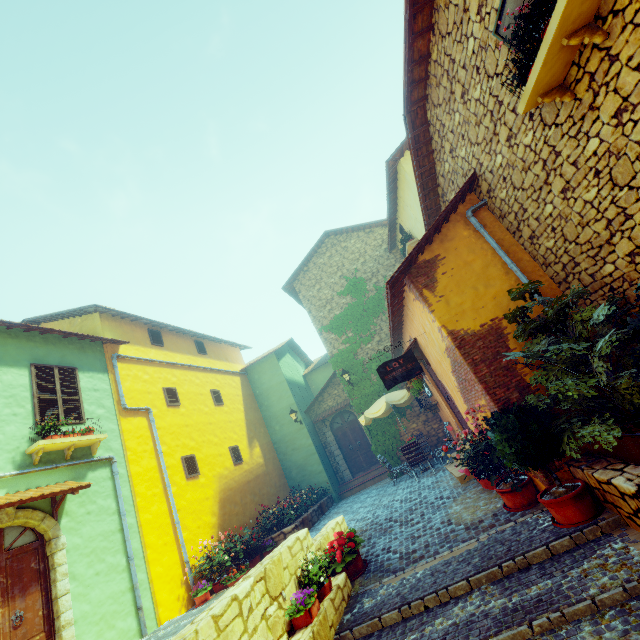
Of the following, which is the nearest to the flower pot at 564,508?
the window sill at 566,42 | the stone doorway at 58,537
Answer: the window sill at 566,42

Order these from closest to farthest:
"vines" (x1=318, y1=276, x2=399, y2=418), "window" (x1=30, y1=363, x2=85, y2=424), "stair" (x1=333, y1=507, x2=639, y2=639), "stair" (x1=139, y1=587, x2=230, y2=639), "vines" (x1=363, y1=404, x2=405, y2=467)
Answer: "stair" (x1=333, y1=507, x2=639, y2=639) → "stair" (x1=139, y1=587, x2=230, y2=639) → "window" (x1=30, y1=363, x2=85, y2=424) → "vines" (x1=363, y1=404, x2=405, y2=467) → "vines" (x1=318, y1=276, x2=399, y2=418)

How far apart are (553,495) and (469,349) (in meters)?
2.42

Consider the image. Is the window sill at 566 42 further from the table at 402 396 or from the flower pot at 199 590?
the flower pot at 199 590

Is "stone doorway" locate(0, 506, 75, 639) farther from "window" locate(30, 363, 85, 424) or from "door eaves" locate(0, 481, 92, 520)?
"window" locate(30, 363, 85, 424)

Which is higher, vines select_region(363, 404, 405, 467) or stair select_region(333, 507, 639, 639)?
vines select_region(363, 404, 405, 467)

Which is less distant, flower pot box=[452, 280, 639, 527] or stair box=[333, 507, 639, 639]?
stair box=[333, 507, 639, 639]

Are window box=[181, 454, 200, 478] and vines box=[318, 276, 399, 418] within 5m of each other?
no
